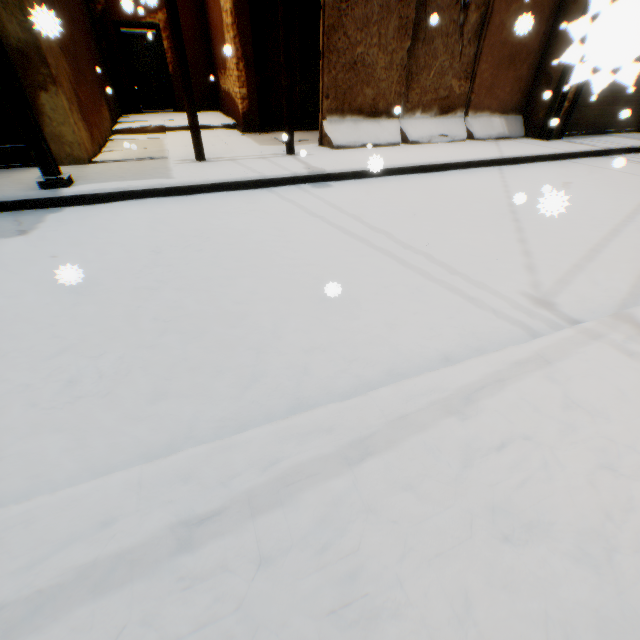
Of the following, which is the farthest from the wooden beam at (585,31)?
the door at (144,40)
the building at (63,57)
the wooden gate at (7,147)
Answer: the door at (144,40)

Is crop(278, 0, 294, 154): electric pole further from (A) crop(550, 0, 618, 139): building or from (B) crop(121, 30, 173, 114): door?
(B) crop(121, 30, 173, 114): door

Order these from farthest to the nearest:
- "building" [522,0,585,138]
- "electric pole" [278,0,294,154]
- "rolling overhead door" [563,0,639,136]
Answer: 1. "building" [522,0,585,138]
2. "electric pole" [278,0,294,154]
3. "rolling overhead door" [563,0,639,136]

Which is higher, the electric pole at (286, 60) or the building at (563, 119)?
the electric pole at (286, 60)

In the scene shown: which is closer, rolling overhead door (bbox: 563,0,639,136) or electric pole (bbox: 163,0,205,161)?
rolling overhead door (bbox: 563,0,639,136)

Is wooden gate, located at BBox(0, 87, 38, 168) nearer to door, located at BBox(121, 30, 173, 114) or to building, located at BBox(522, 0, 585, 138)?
building, located at BBox(522, 0, 585, 138)

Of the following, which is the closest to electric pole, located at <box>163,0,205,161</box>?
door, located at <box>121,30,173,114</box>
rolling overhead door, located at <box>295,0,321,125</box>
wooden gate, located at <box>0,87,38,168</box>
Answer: rolling overhead door, located at <box>295,0,321,125</box>

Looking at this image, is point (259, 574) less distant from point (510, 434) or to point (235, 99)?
point (510, 434)
